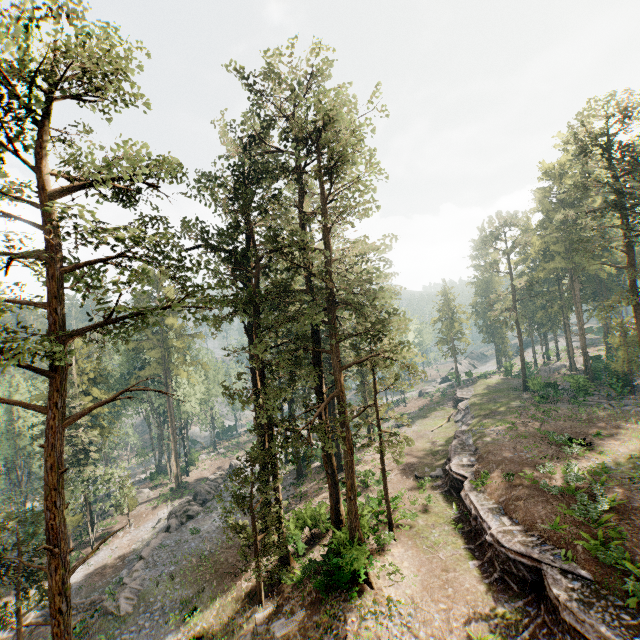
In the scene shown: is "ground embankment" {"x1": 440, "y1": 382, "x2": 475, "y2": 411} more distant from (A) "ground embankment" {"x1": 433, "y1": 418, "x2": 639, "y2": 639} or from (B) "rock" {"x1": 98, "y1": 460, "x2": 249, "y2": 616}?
(B) "rock" {"x1": 98, "y1": 460, "x2": 249, "y2": 616}

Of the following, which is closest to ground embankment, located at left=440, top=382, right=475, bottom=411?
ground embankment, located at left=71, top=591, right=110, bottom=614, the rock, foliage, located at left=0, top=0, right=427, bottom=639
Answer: foliage, located at left=0, top=0, right=427, bottom=639

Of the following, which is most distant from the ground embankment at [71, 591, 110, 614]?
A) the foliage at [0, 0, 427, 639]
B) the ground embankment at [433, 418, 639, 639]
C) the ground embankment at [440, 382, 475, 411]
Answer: the ground embankment at [440, 382, 475, 411]

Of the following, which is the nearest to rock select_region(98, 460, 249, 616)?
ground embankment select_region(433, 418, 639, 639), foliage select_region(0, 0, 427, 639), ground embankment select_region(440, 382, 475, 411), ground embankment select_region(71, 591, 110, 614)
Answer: ground embankment select_region(71, 591, 110, 614)

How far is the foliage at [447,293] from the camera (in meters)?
57.62

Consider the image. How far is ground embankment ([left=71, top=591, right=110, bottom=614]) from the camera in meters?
25.2 m

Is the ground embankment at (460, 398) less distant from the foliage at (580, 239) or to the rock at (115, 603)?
the foliage at (580, 239)

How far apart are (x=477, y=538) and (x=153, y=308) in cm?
2276
